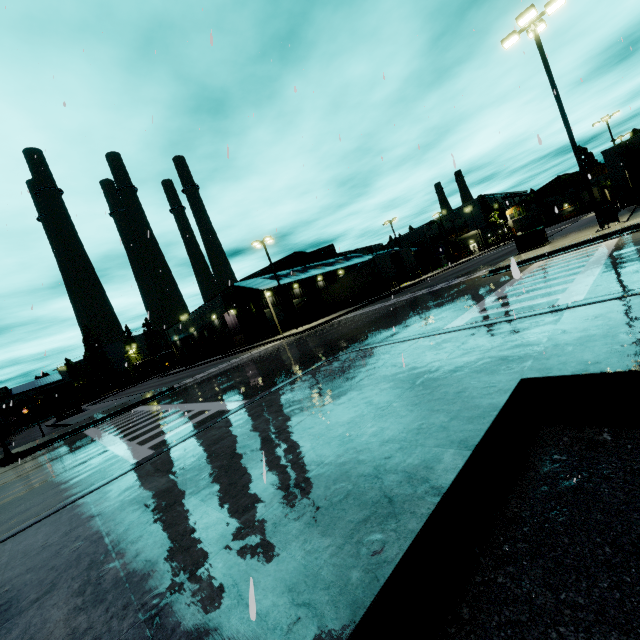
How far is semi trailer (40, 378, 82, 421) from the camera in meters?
32.0 m

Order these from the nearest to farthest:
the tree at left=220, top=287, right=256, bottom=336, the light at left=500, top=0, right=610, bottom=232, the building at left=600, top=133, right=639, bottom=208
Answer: the light at left=500, top=0, right=610, bottom=232 → the building at left=600, top=133, right=639, bottom=208 → the tree at left=220, top=287, right=256, bottom=336

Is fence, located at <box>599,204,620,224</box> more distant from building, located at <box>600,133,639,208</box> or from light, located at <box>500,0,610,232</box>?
building, located at <box>600,133,639,208</box>

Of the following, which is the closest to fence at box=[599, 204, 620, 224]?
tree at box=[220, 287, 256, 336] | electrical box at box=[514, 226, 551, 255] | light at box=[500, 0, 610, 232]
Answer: light at box=[500, 0, 610, 232]

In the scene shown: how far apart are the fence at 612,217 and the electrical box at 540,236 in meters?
2.5

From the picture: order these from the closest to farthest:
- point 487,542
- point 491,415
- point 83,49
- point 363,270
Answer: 1. point 487,542
2. point 491,415
3. point 83,49
4. point 363,270

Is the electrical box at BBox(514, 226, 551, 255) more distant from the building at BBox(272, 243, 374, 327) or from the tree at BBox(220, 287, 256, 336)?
the tree at BBox(220, 287, 256, 336)

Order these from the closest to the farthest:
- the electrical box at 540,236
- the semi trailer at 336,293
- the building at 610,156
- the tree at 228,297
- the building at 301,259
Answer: the electrical box at 540,236 → the building at 610,156 → the semi trailer at 336,293 → the tree at 228,297 → the building at 301,259
